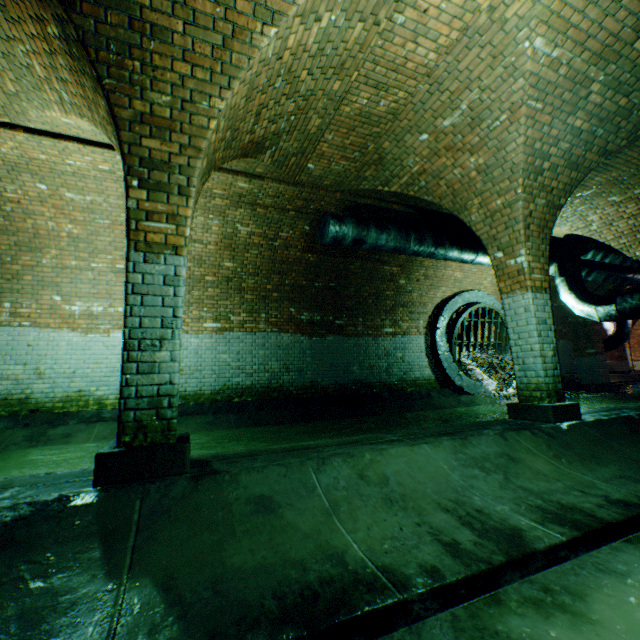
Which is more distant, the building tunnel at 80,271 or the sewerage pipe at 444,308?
the sewerage pipe at 444,308

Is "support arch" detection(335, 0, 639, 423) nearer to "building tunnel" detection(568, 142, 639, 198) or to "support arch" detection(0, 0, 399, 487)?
"building tunnel" detection(568, 142, 639, 198)

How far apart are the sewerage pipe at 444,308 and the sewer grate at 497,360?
0.0m

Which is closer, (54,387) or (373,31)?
(373,31)

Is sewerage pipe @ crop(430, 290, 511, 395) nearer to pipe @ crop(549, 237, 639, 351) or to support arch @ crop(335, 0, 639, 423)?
pipe @ crop(549, 237, 639, 351)

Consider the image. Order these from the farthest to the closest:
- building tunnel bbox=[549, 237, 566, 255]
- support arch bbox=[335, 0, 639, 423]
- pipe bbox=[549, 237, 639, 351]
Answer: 1. building tunnel bbox=[549, 237, 566, 255]
2. pipe bbox=[549, 237, 639, 351]
3. support arch bbox=[335, 0, 639, 423]

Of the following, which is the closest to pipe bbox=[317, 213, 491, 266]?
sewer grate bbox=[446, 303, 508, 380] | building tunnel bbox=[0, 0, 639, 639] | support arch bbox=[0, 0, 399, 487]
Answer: building tunnel bbox=[0, 0, 639, 639]

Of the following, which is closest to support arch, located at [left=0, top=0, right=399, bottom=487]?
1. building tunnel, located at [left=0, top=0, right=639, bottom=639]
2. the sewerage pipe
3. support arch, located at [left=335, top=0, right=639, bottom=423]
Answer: building tunnel, located at [left=0, top=0, right=639, bottom=639]
